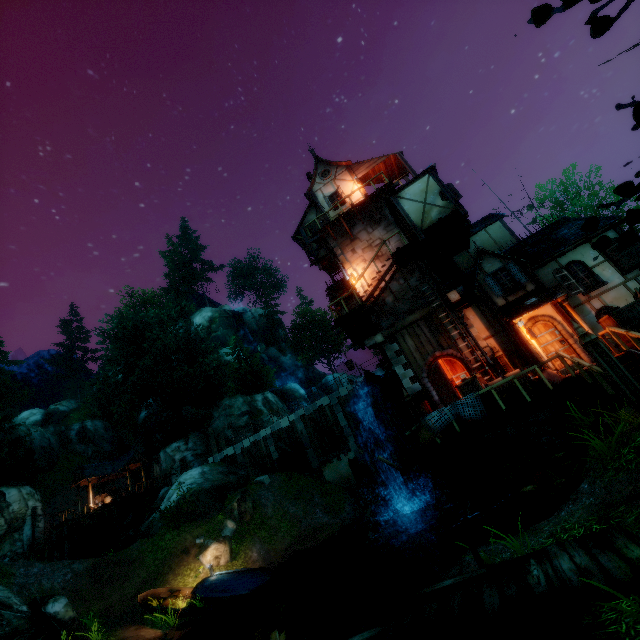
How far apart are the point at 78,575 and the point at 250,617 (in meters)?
10.76

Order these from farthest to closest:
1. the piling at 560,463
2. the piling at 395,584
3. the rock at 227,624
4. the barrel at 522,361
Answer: the piling at 395,584
the barrel at 522,361
the rock at 227,624
the piling at 560,463

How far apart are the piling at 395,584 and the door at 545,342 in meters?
10.1 m

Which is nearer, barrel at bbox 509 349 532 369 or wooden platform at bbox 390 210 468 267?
barrel at bbox 509 349 532 369

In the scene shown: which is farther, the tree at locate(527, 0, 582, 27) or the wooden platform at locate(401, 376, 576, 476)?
the wooden platform at locate(401, 376, 576, 476)

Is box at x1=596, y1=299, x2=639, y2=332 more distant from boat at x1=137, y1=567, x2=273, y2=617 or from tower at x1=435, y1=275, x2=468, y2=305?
boat at x1=137, y1=567, x2=273, y2=617

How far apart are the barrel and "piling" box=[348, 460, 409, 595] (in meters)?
8.59

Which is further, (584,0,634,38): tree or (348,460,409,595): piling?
(348,460,409,595): piling
